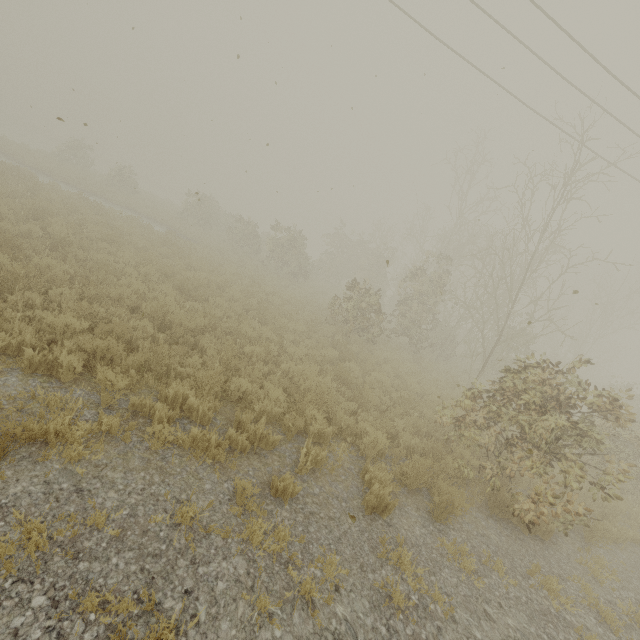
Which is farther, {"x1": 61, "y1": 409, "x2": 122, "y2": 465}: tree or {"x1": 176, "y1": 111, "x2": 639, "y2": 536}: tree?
{"x1": 176, "y1": 111, "x2": 639, "y2": 536}: tree

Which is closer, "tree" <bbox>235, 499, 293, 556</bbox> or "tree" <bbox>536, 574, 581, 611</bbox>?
"tree" <bbox>235, 499, 293, 556</bbox>

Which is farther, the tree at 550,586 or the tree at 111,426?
the tree at 550,586

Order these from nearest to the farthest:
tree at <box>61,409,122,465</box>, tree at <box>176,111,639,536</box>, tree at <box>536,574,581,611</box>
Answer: tree at <box>61,409,122,465</box>, tree at <box>536,574,581,611</box>, tree at <box>176,111,639,536</box>

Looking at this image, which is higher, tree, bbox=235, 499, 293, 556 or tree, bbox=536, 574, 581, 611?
tree, bbox=536, 574, 581, 611

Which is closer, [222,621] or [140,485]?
[222,621]

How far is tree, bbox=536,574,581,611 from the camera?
4.7m

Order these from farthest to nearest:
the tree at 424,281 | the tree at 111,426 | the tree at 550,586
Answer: the tree at 424,281 → the tree at 550,586 → the tree at 111,426
